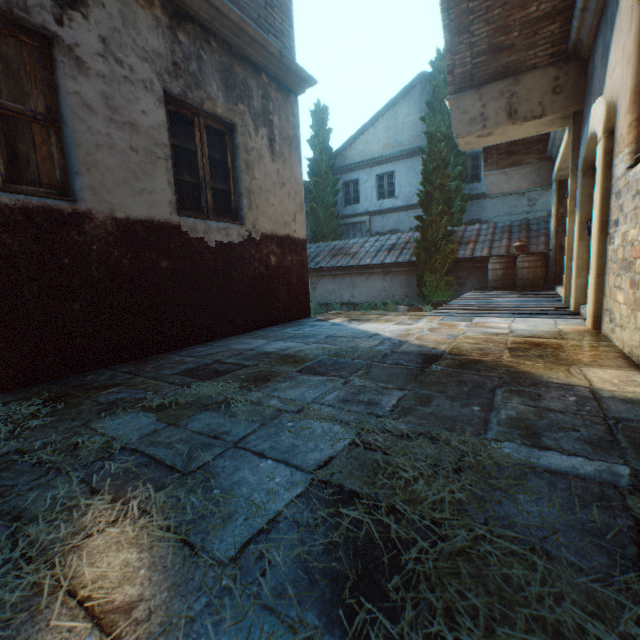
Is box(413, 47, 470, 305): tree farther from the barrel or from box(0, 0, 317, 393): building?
the barrel

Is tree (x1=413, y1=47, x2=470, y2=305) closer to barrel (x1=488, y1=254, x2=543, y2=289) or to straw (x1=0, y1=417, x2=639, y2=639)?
barrel (x1=488, y1=254, x2=543, y2=289)

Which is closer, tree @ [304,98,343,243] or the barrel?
the barrel

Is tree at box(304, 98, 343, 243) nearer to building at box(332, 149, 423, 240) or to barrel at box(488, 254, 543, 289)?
building at box(332, 149, 423, 240)

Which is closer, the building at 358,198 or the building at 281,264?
the building at 281,264

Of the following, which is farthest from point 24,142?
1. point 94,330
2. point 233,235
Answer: point 233,235

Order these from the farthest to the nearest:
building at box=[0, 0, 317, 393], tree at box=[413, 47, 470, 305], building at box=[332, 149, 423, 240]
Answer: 1. building at box=[332, 149, 423, 240]
2. tree at box=[413, 47, 470, 305]
3. building at box=[0, 0, 317, 393]

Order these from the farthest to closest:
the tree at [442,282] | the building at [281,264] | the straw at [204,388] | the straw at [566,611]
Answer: the tree at [442,282], the building at [281,264], the straw at [204,388], the straw at [566,611]
